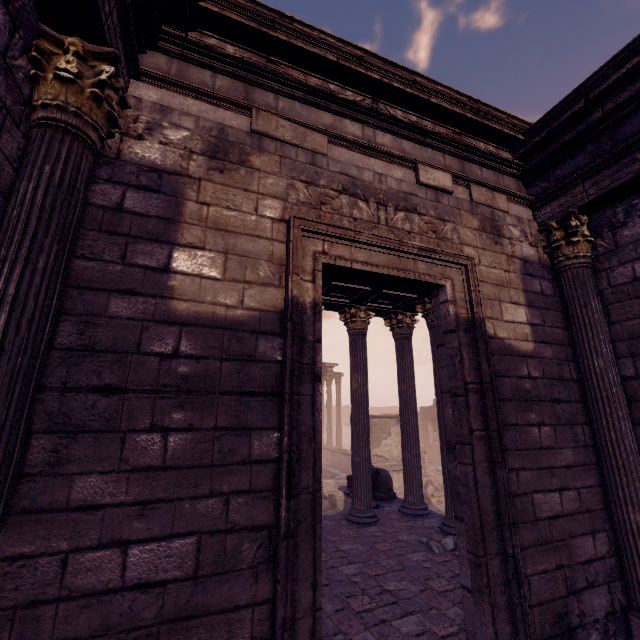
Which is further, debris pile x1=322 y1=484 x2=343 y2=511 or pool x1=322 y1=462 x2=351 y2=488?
pool x1=322 y1=462 x2=351 y2=488

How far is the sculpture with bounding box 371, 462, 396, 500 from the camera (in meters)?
8.77

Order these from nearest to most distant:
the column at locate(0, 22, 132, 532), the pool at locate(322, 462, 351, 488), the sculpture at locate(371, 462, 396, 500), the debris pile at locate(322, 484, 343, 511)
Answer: the column at locate(0, 22, 132, 532) → the sculpture at locate(371, 462, 396, 500) → the debris pile at locate(322, 484, 343, 511) → the pool at locate(322, 462, 351, 488)

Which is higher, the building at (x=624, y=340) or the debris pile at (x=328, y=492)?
the building at (x=624, y=340)

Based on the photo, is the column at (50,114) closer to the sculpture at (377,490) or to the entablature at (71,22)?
the entablature at (71,22)

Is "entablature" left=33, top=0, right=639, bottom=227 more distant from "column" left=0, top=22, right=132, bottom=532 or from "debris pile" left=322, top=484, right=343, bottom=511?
"debris pile" left=322, top=484, right=343, bottom=511

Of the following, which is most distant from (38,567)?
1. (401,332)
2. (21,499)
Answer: (401,332)

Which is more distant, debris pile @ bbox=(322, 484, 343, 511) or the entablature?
debris pile @ bbox=(322, 484, 343, 511)
